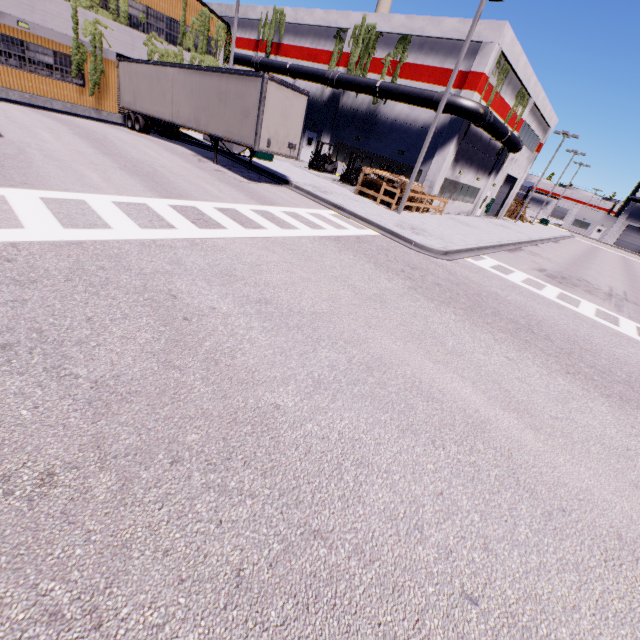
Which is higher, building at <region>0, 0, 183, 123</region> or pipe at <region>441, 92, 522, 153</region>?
pipe at <region>441, 92, 522, 153</region>

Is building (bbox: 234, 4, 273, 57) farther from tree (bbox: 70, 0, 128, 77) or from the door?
tree (bbox: 70, 0, 128, 77)

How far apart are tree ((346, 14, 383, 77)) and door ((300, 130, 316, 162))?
5.1m

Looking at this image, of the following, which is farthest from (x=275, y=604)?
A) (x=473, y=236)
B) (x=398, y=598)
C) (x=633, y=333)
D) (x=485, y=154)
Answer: (x=485, y=154)

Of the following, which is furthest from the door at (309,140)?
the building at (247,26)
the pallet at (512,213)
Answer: the pallet at (512,213)

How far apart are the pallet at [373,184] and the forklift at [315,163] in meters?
6.8

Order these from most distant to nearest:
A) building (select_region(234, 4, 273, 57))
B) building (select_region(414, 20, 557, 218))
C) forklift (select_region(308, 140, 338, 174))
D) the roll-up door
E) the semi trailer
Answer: the roll-up door → building (select_region(234, 4, 273, 57)) → forklift (select_region(308, 140, 338, 174)) → building (select_region(414, 20, 557, 218)) → the semi trailer

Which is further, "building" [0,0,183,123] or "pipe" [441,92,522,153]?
"pipe" [441,92,522,153]
